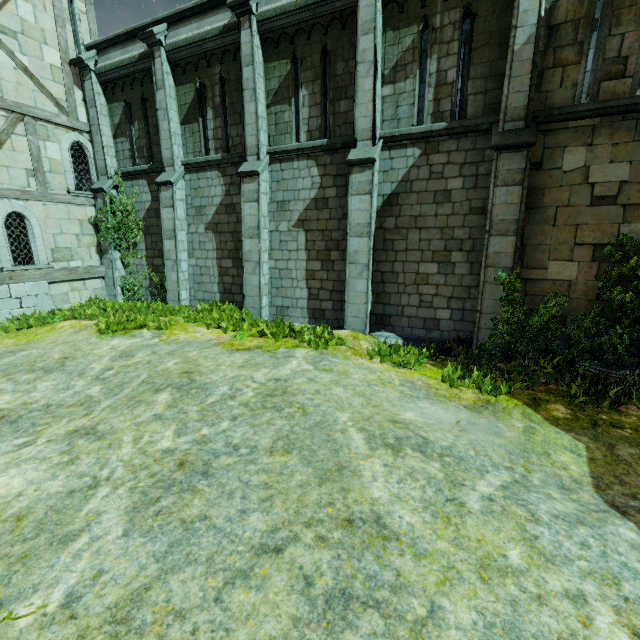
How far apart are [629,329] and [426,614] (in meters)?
8.31

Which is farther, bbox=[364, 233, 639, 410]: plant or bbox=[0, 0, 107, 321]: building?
bbox=[0, 0, 107, 321]: building

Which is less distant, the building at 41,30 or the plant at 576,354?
the plant at 576,354
